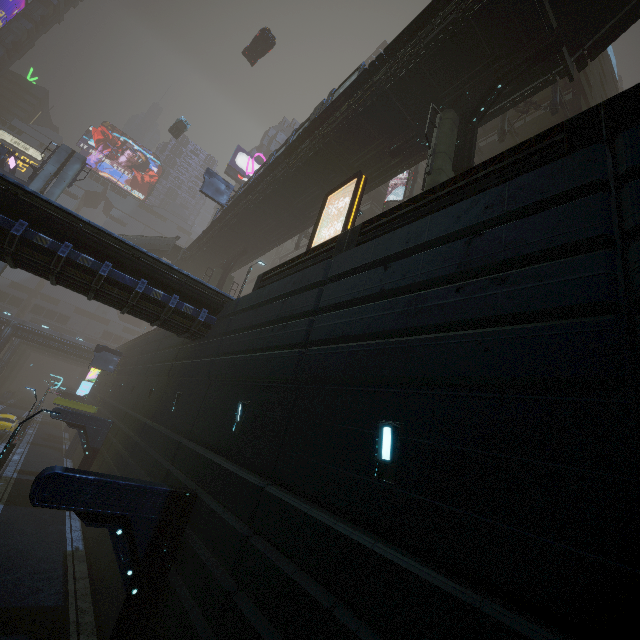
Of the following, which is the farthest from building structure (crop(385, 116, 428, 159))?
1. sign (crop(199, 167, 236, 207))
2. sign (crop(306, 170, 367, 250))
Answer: sign (crop(199, 167, 236, 207))

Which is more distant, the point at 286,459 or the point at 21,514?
the point at 21,514

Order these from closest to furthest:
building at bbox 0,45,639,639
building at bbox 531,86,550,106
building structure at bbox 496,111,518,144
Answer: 1. building at bbox 0,45,639,639
2. building structure at bbox 496,111,518,144
3. building at bbox 531,86,550,106

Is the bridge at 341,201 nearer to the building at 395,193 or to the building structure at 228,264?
the building structure at 228,264

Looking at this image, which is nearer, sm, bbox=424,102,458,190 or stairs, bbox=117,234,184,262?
sm, bbox=424,102,458,190

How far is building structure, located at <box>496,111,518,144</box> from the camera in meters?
19.5

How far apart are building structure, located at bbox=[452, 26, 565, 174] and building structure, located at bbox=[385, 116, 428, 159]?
0.68m

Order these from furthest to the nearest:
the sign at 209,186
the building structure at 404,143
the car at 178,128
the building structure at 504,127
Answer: the car at 178,128 < the sign at 209,186 < the building structure at 504,127 < the building structure at 404,143
